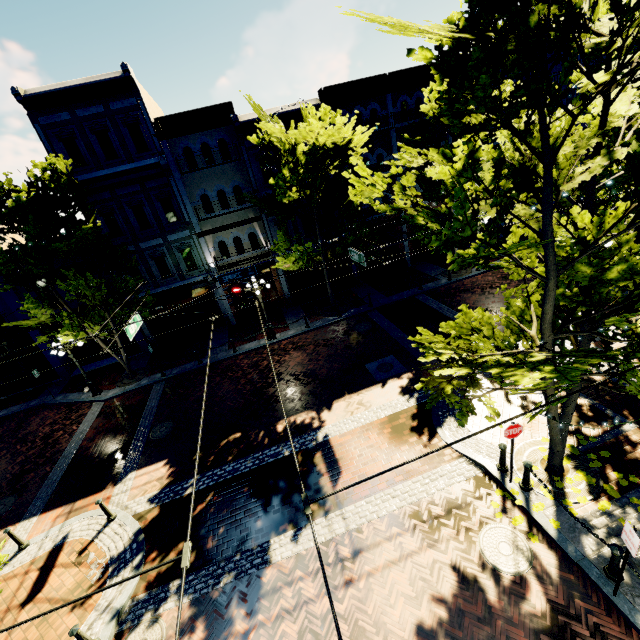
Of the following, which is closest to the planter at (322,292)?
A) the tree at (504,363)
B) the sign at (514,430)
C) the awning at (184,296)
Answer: the tree at (504,363)

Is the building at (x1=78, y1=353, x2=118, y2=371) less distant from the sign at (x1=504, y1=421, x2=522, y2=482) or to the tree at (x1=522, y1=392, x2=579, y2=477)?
the tree at (x1=522, y1=392, x2=579, y2=477)

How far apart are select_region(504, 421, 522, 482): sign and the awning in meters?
16.9 m

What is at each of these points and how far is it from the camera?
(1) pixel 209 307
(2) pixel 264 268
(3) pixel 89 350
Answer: (1) building, 21.1 meters
(2) building, 21.0 meters
(3) building, 21.0 meters

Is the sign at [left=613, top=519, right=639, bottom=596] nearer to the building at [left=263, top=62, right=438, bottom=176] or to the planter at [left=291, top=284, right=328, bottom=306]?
the building at [left=263, top=62, right=438, bottom=176]

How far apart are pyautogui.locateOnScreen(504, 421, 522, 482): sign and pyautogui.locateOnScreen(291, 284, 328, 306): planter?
15.77m

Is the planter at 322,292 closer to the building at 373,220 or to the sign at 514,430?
the sign at 514,430

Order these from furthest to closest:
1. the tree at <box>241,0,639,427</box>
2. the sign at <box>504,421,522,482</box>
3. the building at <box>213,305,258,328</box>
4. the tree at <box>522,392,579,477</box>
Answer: the building at <box>213,305,258,328</box> → the sign at <box>504,421,522,482</box> → the tree at <box>522,392,579,477</box> → the tree at <box>241,0,639,427</box>
